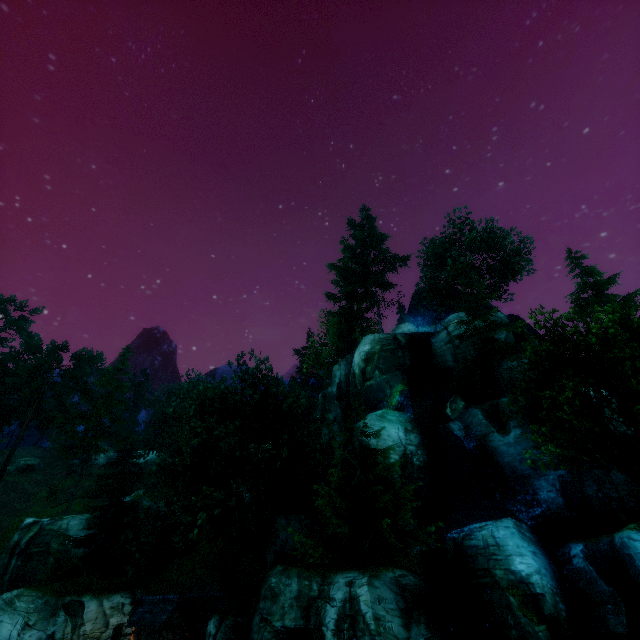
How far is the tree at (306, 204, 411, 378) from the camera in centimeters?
4094cm

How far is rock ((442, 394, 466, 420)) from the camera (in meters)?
27.56

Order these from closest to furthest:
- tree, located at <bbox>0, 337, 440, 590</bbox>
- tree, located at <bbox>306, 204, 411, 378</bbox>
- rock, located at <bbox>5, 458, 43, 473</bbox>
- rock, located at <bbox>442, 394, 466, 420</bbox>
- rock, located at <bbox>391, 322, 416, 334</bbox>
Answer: tree, located at <bbox>0, 337, 440, 590</bbox> < rock, located at <bbox>442, 394, 466, 420</bbox> < rock, located at <bbox>391, 322, 416, 334</bbox> < tree, located at <bbox>306, 204, 411, 378</bbox> < rock, located at <bbox>5, 458, 43, 473</bbox>

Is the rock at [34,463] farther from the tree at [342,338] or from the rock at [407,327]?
the rock at [407,327]

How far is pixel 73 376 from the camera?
44.47m

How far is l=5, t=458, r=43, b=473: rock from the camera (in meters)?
51.50

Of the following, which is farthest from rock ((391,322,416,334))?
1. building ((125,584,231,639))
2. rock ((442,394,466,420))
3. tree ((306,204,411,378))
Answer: building ((125,584,231,639))

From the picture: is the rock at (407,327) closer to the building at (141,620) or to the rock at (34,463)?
the building at (141,620)
